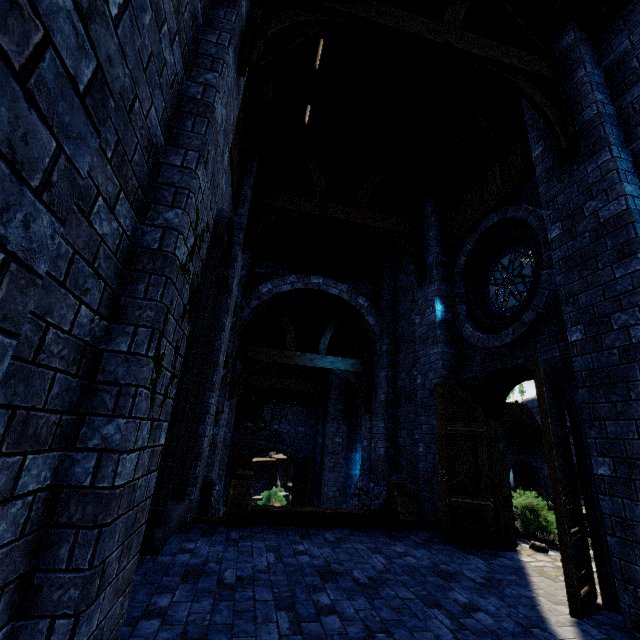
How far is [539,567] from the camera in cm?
462

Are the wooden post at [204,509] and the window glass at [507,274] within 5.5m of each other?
no

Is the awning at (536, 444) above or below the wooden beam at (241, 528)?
above

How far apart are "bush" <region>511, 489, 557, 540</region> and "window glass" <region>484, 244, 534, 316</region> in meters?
3.7 m

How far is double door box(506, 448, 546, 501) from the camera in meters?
29.5

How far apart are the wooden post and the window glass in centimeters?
627cm

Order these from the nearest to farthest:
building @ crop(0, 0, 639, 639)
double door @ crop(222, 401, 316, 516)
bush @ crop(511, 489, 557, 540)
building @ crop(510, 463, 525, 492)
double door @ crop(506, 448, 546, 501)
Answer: building @ crop(0, 0, 639, 639), bush @ crop(511, 489, 557, 540), double door @ crop(222, 401, 316, 516), double door @ crop(506, 448, 546, 501), building @ crop(510, 463, 525, 492)

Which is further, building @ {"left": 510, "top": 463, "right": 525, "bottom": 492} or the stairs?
building @ {"left": 510, "top": 463, "right": 525, "bottom": 492}
